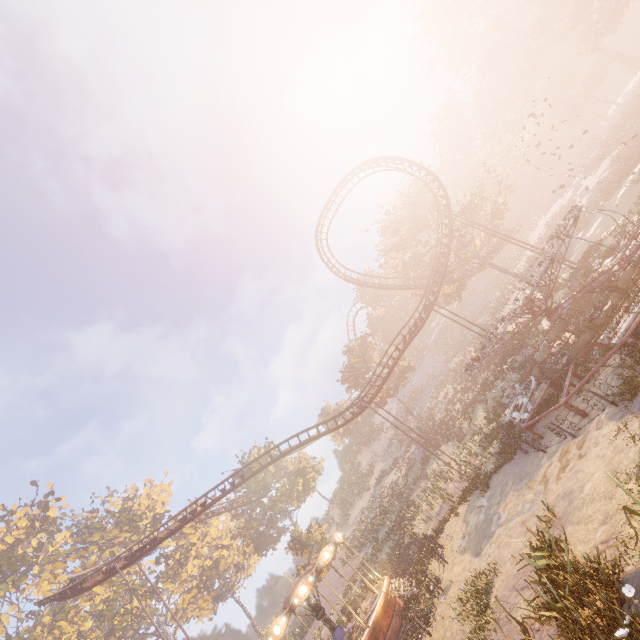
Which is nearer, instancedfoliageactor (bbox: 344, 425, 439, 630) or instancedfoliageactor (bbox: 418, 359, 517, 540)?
instancedfoliageactor (bbox: 344, 425, 439, 630)

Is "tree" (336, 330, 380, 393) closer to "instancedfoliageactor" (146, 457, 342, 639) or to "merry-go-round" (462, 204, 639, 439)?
"merry-go-round" (462, 204, 639, 439)

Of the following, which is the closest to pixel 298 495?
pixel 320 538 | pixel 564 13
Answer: pixel 320 538

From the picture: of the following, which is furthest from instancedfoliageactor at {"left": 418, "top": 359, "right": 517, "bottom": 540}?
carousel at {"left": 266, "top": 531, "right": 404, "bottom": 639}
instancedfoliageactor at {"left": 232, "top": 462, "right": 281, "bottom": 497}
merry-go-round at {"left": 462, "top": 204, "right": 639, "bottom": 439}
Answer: merry-go-round at {"left": 462, "top": 204, "right": 639, "bottom": 439}

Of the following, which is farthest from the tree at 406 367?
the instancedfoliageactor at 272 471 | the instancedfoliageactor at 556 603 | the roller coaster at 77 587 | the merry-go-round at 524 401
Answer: the instancedfoliageactor at 556 603

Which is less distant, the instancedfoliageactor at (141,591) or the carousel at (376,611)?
the carousel at (376,611)

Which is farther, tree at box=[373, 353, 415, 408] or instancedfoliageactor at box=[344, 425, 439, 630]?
tree at box=[373, 353, 415, 408]
